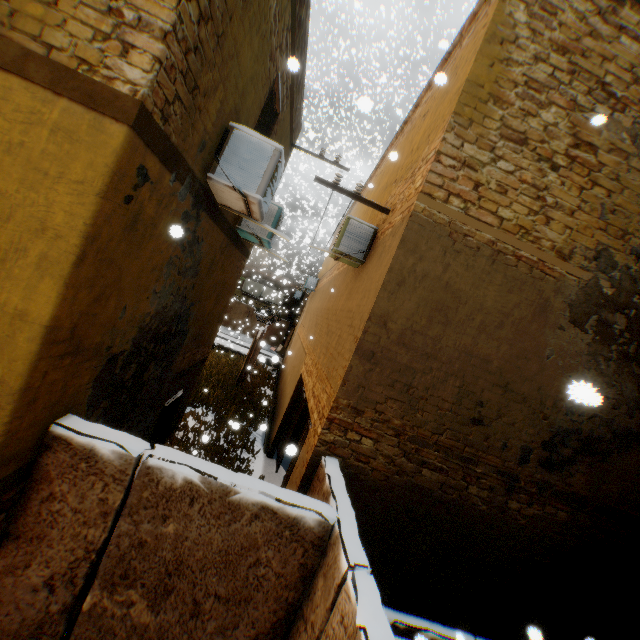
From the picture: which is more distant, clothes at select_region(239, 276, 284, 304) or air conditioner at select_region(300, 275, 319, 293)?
clothes at select_region(239, 276, 284, 304)

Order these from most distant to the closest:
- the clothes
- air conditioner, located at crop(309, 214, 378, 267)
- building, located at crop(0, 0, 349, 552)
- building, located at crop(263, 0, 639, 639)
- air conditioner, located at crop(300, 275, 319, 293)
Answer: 1. the clothes
2. air conditioner, located at crop(300, 275, 319, 293)
3. air conditioner, located at crop(309, 214, 378, 267)
4. building, located at crop(263, 0, 639, 639)
5. building, located at crop(0, 0, 349, 552)

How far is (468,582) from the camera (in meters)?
5.09

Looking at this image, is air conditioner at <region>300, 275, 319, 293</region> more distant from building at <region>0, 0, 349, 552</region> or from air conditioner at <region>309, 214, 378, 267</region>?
air conditioner at <region>309, 214, 378, 267</region>

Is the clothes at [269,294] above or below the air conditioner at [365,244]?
below

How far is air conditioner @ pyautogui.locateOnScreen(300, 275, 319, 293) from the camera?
19.5m

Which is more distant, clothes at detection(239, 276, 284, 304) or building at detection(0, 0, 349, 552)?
clothes at detection(239, 276, 284, 304)

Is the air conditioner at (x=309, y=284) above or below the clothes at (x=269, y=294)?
above
